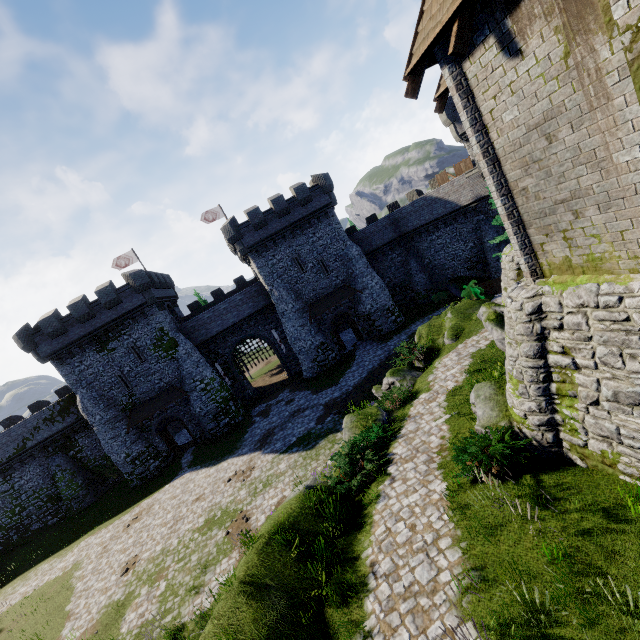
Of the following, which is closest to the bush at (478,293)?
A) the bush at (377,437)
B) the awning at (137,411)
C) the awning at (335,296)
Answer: the awning at (335,296)

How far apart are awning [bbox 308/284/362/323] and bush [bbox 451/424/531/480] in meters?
22.5 m

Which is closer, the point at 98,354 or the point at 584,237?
the point at 584,237

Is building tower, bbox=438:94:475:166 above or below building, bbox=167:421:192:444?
above

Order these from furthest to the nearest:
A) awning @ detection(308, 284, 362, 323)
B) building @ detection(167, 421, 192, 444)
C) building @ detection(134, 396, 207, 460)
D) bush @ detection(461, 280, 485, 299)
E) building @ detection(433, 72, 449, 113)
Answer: building @ detection(167, 421, 192, 444), awning @ detection(308, 284, 362, 323), building @ detection(134, 396, 207, 460), bush @ detection(461, 280, 485, 299), building @ detection(433, 72, 449, 113)

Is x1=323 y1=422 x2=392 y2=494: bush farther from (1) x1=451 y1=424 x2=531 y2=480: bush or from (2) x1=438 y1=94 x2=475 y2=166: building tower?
(2) x1=438 y1=94 x2=475 y2=166: building tower

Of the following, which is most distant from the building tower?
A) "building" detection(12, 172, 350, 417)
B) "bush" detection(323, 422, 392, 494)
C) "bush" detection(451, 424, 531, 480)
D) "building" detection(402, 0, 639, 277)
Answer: "bush" detection(451, 424, 531, 480)

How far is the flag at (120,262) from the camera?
36.5m
